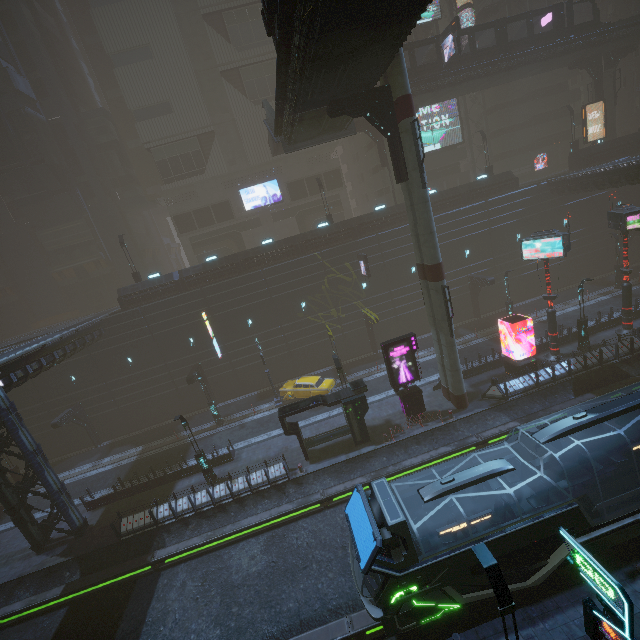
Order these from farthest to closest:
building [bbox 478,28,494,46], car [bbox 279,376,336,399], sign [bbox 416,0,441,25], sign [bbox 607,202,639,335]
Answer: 1. building [bbox 478,28,494,46]
2. sign [bbox 416,0,441,25]
3. car [bbox 279,376,336,399]
4. sign [bbox 607,202,639,335]

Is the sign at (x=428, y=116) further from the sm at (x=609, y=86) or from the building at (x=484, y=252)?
the sm at (x=609, y=86)

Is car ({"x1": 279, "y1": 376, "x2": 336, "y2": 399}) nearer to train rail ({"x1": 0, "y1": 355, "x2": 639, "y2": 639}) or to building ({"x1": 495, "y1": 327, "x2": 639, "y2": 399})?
building ({"x1": 495, "y1": 327, "x2": 639, "y2": 399})

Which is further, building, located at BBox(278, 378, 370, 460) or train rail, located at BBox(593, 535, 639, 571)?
building, located at BBox(278, 378, 370, 460)

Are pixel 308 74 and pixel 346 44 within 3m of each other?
yes

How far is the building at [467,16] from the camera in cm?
3872

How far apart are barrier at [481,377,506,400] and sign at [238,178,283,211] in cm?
3418
